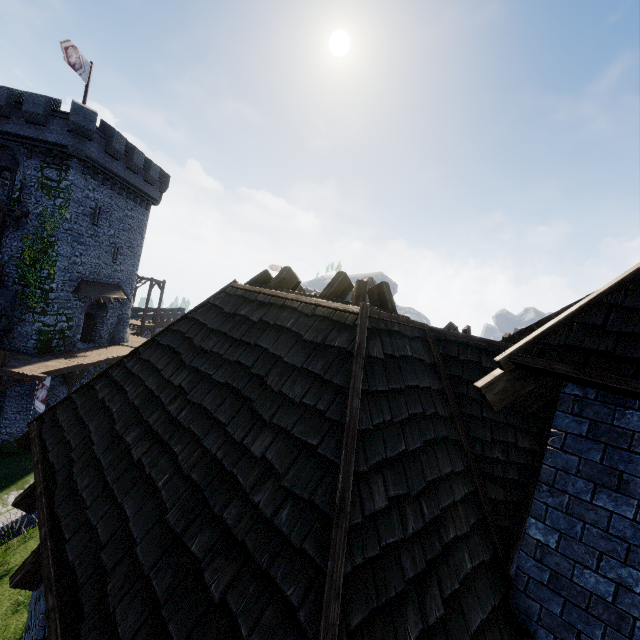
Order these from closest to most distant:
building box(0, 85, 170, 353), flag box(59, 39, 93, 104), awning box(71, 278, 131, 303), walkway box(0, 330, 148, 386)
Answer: walkway box(0, 330, 148, 386), flag box(59, 39, 93, 104), building box(0, 85, 170, 353), awning box(71, 278, 131, 303)

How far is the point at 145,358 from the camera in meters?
5.2 m

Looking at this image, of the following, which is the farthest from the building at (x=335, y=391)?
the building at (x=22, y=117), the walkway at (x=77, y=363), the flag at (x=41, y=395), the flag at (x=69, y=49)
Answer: the flag at (x=69, y=49)

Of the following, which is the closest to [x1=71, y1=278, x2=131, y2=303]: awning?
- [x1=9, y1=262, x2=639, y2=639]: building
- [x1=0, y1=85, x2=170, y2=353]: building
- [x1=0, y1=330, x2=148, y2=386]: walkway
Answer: [x1=0, y1=85, x2=170, y2=353]: building

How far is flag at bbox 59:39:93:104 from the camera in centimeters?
2046cm

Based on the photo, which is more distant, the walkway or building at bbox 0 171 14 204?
building at bbox 0 171 14 204

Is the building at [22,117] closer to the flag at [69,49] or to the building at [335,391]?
the flag at [69,49]

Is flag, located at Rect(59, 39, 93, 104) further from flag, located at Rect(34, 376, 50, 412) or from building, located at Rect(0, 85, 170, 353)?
flag, located at Rect(34, 376, 50, 412)
